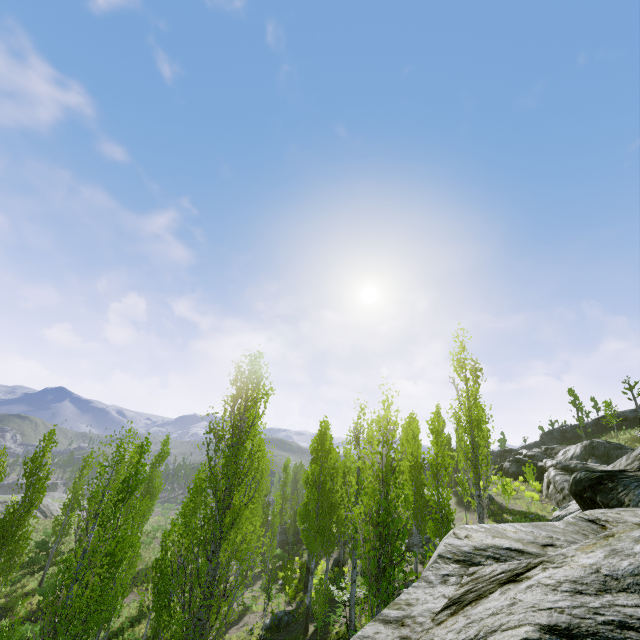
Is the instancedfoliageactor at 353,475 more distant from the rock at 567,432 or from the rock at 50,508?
the rock at 567,432

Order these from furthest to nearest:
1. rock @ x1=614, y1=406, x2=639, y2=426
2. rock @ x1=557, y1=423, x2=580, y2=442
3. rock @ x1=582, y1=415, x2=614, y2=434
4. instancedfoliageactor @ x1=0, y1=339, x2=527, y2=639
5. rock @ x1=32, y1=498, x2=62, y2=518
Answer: rock @ x1=557, y1=423, x2=580, y2=442, rock @ x1=582, y1=415, x2=614, y2=434, rock @ x1=614, y1=406, x2=639, y2=426, rock @ x1=32, y1=498, x2=62, y2=518, instancedfoliageactor @ x1=0, y1=339, x2=527, y2=639

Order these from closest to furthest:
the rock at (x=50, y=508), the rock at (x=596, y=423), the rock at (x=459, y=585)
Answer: the rock at (x=459, y=585) < the rock at (x=50, y=508) < the rock at (x=596, y=423)

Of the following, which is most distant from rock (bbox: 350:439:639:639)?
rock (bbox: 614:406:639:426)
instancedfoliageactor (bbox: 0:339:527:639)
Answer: rock (bbox: 614:406:639:426)

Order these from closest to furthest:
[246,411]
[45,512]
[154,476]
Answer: [246,411] → [154,476] → [45,512]

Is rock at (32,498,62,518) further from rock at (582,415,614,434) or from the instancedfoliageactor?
rock at (582,415,614,434)
